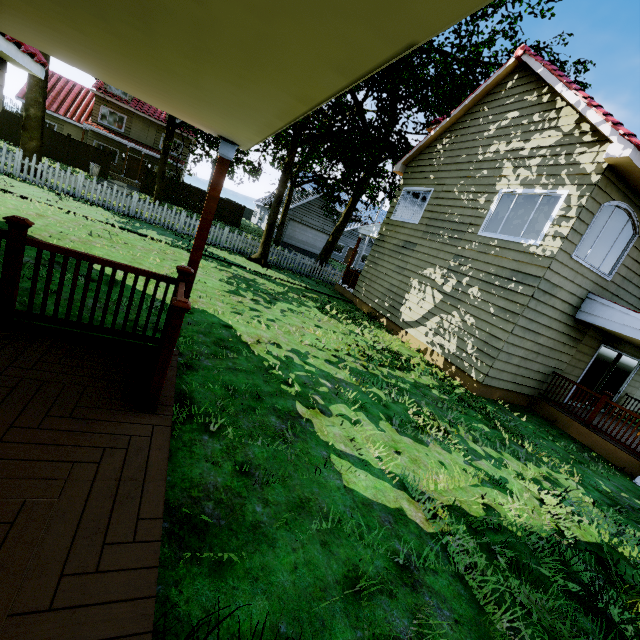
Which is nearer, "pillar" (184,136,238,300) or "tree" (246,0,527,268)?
"pillar" (184,136,238,300)

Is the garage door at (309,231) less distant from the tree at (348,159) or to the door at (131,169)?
the tree at (348,159)

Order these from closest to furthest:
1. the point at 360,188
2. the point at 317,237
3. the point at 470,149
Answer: the point at 470,149 → the point at 360,188 → the point at 317,237

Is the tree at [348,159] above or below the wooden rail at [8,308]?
above

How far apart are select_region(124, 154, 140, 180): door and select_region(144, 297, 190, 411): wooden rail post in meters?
35.5 m

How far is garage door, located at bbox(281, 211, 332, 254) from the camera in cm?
3269

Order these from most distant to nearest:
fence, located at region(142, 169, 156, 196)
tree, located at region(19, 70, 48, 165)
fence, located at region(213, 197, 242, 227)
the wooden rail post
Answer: fence, located at region(213, 197, 242, 227) < fence, located at region(142, 169, 156, 196) < tree, located at region(19, 70, 48, 165) < the wooden rail post

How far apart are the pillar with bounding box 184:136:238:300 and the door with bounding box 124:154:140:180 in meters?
33.9
